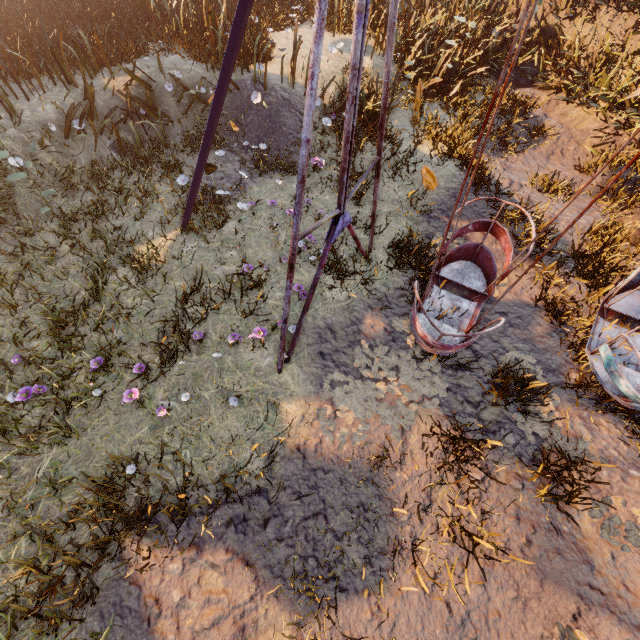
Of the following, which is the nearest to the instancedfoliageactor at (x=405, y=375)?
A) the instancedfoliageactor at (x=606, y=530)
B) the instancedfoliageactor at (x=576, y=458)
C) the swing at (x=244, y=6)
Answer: the swing at (x=244, y=6)

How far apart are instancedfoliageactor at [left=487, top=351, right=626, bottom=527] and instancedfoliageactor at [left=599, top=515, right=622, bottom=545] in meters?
0.5

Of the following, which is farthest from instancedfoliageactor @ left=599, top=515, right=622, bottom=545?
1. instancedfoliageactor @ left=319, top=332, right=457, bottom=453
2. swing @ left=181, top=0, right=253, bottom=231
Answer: instancedfoliageactor @ left=319, top=332, right=457, bottom=453

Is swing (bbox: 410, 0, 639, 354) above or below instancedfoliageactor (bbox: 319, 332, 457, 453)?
above

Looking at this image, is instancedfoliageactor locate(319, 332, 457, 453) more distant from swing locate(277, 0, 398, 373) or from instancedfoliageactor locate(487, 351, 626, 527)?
instancedfoliageactor locate(487, 351, 626, 527)

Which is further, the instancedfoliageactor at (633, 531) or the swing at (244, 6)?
the instancedfoliageactor at (633, 531)

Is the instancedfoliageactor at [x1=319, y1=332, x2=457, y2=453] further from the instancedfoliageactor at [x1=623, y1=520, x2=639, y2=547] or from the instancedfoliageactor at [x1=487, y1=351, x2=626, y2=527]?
the instancedfoliageactor at [x1=623, y1=520, x2=639, y2=547]

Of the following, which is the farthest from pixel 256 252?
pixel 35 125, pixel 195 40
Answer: pixel 195 40
